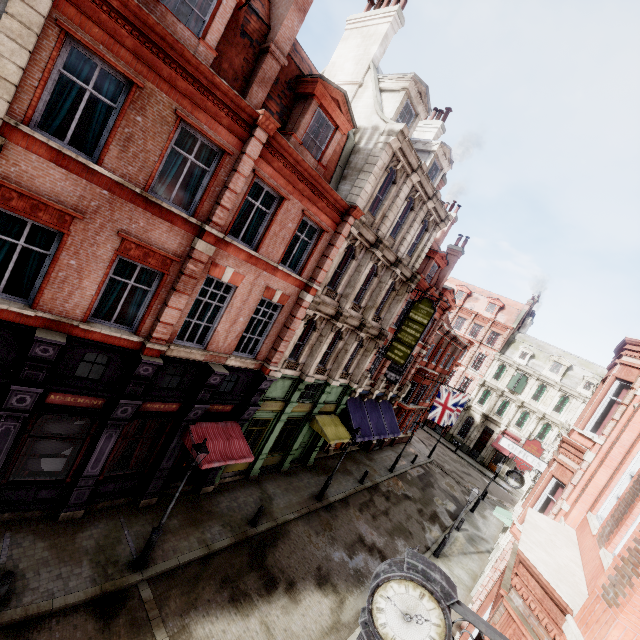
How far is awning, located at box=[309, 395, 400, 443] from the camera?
18.6 meters

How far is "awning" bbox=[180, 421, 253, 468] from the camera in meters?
11.8

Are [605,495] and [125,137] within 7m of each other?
no

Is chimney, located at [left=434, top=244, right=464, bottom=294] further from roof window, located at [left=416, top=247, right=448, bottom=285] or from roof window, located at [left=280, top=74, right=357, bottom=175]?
roof window, located at [left=280, top=74, right=357, bottom=175]

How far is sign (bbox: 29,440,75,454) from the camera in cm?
957

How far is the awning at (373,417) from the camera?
18.6 meters

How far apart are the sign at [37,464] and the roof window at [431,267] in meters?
21.1 m

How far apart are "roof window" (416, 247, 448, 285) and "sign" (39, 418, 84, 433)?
20.29m
